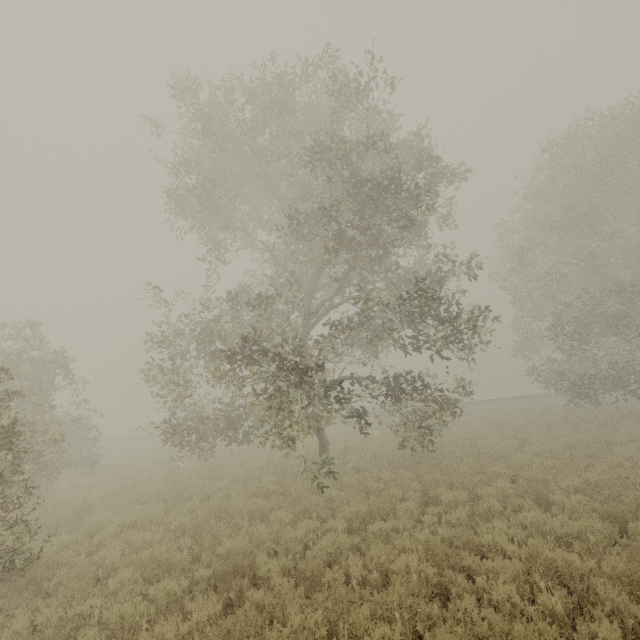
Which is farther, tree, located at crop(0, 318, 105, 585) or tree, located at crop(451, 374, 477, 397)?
tree, located at crop(451, 374, 477, 397)

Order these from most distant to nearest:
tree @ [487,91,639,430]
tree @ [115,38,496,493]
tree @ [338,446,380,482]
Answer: tree @ [487,91,639,430] < tree @ [338,446,380,482] < tree @ [115,38,496,493]

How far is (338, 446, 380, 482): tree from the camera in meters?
12.5 m

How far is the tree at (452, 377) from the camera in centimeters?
1097cm

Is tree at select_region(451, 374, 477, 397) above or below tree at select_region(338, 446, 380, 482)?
above

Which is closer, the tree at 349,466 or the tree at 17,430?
the tree at 17,430

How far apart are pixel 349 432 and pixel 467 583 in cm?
1793
